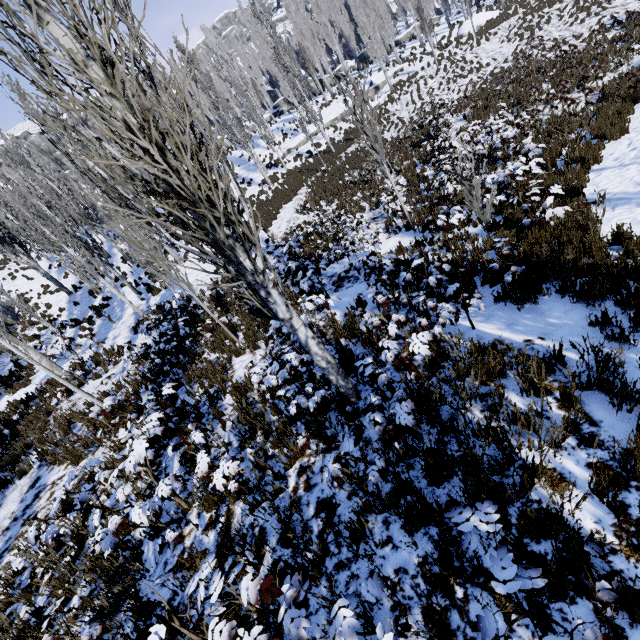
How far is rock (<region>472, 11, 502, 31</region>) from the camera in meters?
27.2 m

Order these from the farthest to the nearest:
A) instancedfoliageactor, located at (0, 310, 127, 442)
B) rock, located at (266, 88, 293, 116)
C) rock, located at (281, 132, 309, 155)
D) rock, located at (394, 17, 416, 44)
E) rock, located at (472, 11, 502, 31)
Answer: rock, located at (266, 88, 293, 116) → rock, located at (394, 17, 416, 44) → rock, located at (281, 132, 309, 155) → rock, located at (472, 11, 502, 31) → instancedfoliageactor, located at (0, 310, 127, 442)

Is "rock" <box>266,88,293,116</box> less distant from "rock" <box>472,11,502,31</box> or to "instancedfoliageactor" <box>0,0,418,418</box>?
"instancedfoliageactor" <box>0,0,418,418</box>

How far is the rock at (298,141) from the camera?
30.62m

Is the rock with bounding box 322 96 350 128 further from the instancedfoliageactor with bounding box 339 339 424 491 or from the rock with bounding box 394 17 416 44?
the rock with bounding box 394 17 416 44

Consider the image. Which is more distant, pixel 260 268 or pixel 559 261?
pixel 559 261

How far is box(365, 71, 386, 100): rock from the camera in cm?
2945

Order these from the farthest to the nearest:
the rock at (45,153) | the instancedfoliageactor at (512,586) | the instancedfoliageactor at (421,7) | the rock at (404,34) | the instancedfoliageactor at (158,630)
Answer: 1. the rock at (45,153)
2. the rock at (404,34)
3. the instancedfoliageactor at (421,7)
4. the instancedfoliageactor at (158,630)
5. the instancedfoliageactor at (512,586)
